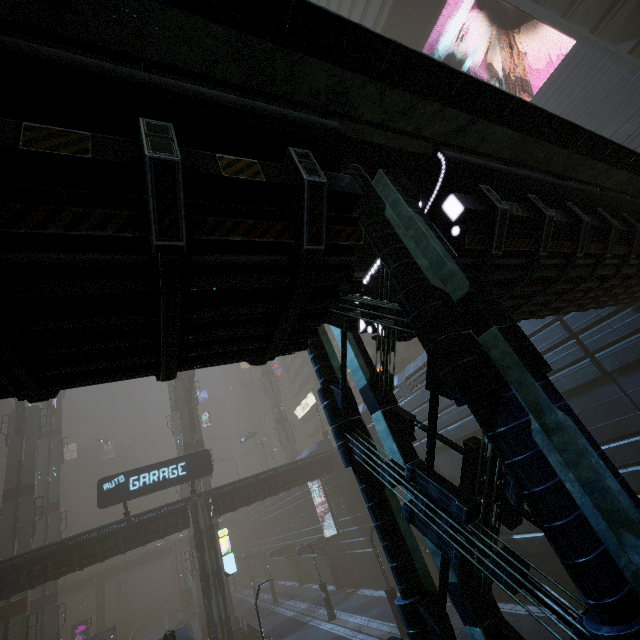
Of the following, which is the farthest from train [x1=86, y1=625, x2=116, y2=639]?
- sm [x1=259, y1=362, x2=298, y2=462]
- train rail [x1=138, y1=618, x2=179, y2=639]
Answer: Answer: sm [x1=259, y1=362, x2=298, y2=462]

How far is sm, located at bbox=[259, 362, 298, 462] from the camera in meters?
52.2

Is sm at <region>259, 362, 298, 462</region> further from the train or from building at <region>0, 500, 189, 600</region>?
the train

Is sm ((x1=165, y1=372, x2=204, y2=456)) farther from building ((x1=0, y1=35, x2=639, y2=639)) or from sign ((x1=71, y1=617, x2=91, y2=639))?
sign ((x1=71, y1=617, x2=91, y2=639))

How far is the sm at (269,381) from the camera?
52.2m

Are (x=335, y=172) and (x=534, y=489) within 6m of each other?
yes

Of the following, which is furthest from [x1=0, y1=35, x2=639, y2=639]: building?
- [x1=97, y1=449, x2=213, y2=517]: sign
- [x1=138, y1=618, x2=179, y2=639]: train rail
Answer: [x1=97, y1=449, x2=213, y2=517]: sign

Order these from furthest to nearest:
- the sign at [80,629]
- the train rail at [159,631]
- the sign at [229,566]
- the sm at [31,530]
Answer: the train rail at [159,631]
the sign at [80,629]
the sm at [31,530]
the sign at [229,566]
